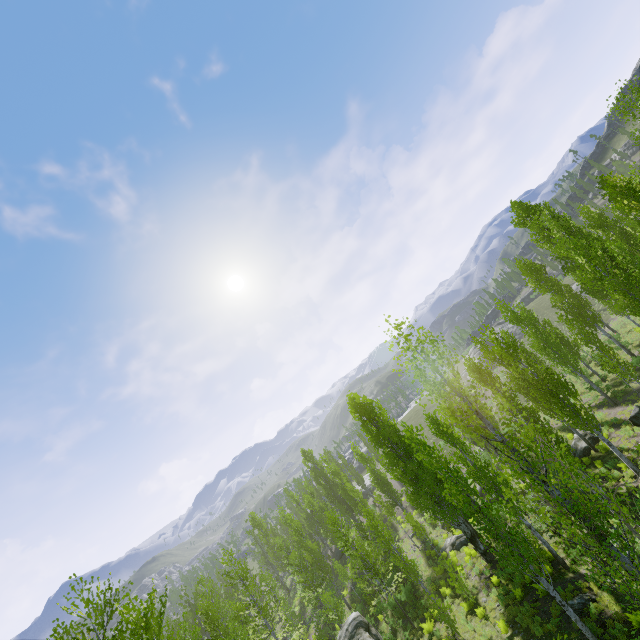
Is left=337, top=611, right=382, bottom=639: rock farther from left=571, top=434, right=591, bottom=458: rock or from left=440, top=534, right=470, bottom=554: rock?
left=571, top=434, right=591, bottom=458: rock

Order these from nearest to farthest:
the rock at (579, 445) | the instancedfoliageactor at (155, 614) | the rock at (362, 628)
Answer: the instancedfoliageactor at (155, 614)
the rock at (362, 628)
the rock at (579, 445)

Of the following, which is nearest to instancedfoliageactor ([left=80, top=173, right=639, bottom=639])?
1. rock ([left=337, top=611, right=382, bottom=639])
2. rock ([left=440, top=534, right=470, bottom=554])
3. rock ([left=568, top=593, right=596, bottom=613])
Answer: rock ([left=337, top=611, right=382, bottom=639])

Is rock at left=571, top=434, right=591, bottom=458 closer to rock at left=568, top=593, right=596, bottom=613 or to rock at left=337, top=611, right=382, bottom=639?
rock at left=568, top=593, right=596, bottom=613

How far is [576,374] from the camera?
25.05m

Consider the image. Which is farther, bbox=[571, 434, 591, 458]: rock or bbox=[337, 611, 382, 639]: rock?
bbox=[571, 434, 591, 458]: rock

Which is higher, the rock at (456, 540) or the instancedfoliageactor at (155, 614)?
the instancedfoliageactor at (155, 614)

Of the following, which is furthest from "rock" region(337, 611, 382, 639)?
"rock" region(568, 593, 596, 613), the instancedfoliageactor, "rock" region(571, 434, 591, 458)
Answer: "rock" region(571, 434, 591, 458)
